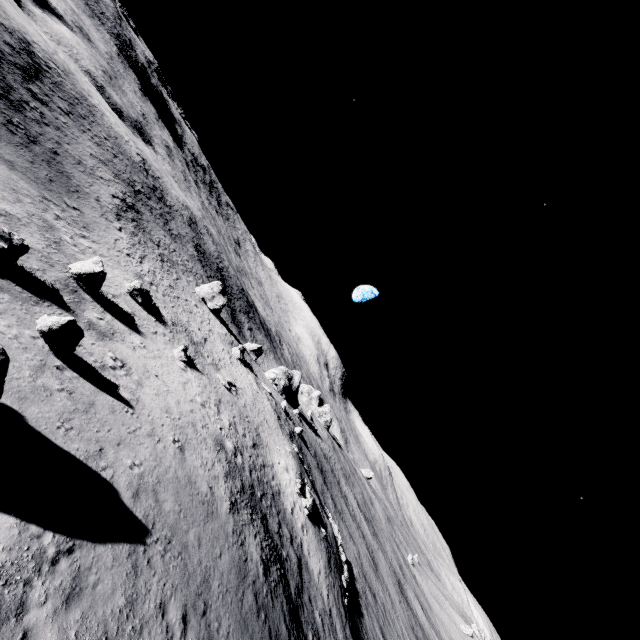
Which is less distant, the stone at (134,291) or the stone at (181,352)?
the stone at (181,352)

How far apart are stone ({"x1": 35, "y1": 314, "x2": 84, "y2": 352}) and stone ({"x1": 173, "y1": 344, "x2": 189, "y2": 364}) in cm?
1500

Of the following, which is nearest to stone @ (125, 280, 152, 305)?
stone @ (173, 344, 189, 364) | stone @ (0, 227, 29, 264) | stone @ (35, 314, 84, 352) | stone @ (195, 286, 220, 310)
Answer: stone @ (173, 344, 189, 364)

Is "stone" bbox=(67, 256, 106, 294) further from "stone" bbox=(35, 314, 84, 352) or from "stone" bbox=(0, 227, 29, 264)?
"stone" bbox=(35, 314, 84, 352)

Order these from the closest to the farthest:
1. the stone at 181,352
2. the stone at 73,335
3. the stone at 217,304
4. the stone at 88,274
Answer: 1. the stone at 73,335
2. the stone at 88,274
3. the stone at 181,352
4. the stone at 217,304

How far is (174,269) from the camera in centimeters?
5475cm

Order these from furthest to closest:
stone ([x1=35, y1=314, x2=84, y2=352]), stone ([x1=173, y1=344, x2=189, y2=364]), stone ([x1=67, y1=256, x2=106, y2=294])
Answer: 1. stone ([x1=173, y1=344, x2=189, y2=364])
2. stone ([x1=67, y1=256, x2=106, y2=294])
3. stone ([x1=35, y1=314, x2=84, y2=352])

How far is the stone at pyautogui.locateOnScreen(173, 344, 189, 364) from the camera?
29.6m
